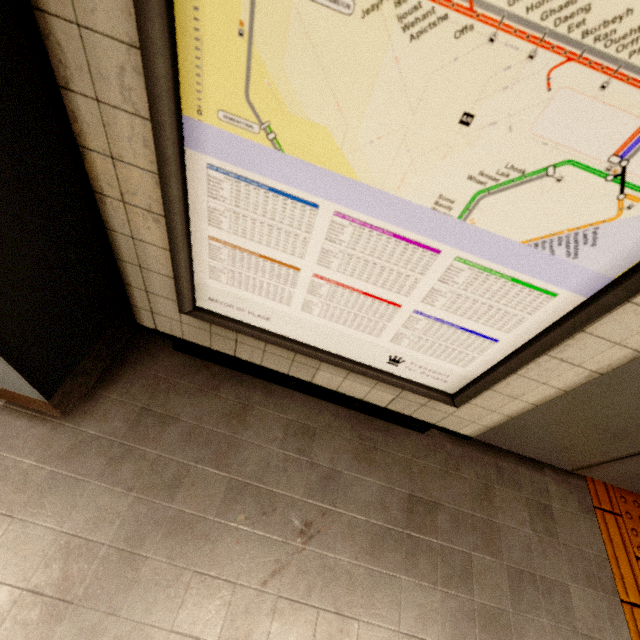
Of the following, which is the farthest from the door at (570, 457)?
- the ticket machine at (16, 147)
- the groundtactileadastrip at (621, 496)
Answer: the ticket machine at (16, 147)

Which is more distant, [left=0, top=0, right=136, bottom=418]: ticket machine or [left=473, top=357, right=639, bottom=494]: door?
[left=473, top=357, right=639, bottom=494]: door

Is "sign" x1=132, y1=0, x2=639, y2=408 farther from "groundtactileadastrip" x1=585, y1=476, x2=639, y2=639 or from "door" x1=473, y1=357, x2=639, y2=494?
"groundtactileadastrip" x1=585, y1=476, x2=639, y2=639

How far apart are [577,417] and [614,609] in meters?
1.0 m

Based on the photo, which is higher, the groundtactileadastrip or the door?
the door

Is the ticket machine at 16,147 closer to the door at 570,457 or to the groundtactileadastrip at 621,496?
the groundtactileadastrip at 621,496

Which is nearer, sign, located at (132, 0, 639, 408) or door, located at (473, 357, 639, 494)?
sign, located at (132, 0, 639, 408)

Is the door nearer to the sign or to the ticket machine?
the sign
